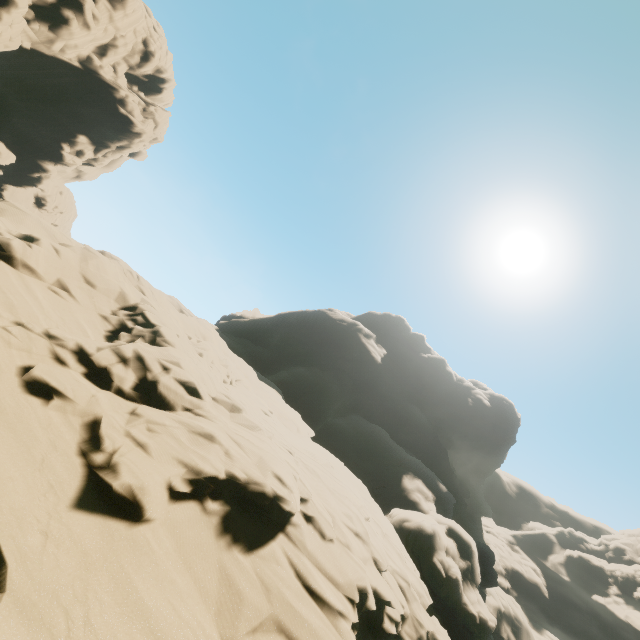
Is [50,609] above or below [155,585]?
below
